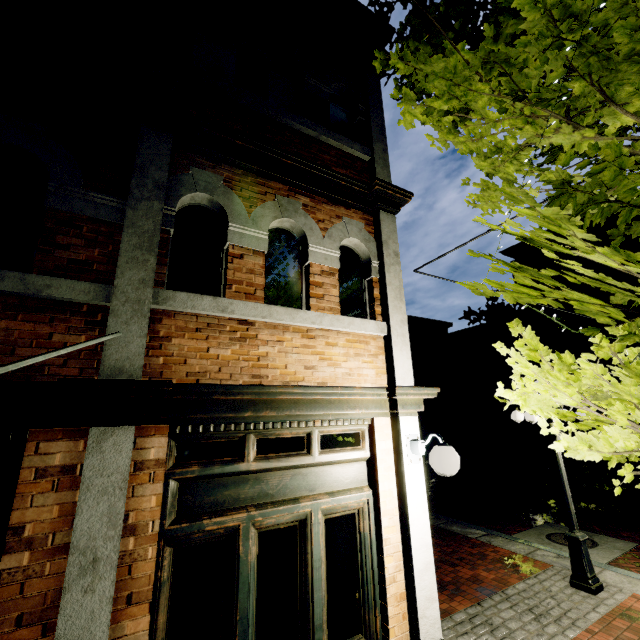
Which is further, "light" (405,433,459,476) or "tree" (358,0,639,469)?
"light" (405,433,459,476)

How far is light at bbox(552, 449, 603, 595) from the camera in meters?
5.6 m

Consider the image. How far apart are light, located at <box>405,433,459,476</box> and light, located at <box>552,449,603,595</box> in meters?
3.8

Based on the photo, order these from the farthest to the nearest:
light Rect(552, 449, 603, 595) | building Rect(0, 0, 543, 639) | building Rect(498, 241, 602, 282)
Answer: building Rect(498, 241, 602, 282) < light Rect(552, 449, 603, 595) < building Rect(0, 0, 543, 639)

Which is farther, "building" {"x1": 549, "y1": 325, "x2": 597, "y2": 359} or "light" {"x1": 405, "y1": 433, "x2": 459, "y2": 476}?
"building" {"x1": 549, "y1": 325, "x2": 597, "y2": 359}

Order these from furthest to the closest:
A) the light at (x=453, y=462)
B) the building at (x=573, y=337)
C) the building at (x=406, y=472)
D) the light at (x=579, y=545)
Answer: the building at (x=573, y=337)
the light at (x=579, y=545)
the light at (x=453, y=462)
the building at (x=406, y=472)

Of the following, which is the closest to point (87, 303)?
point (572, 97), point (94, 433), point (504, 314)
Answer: point (94, 433)

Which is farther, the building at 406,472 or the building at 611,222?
the building at 611,222
